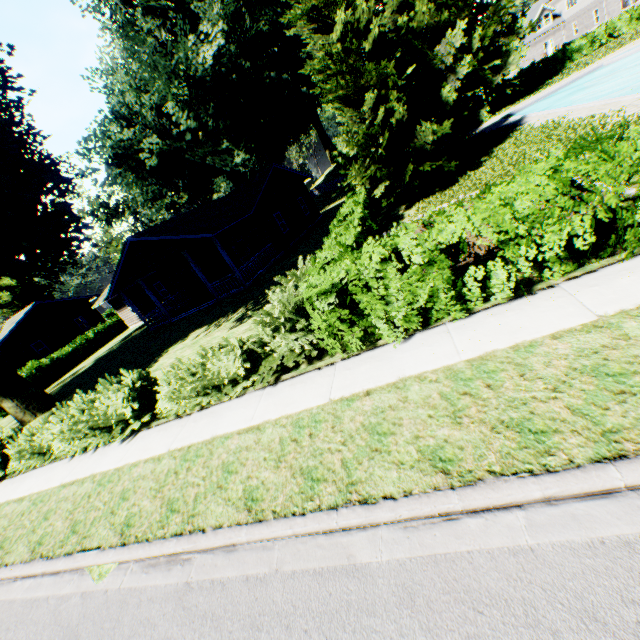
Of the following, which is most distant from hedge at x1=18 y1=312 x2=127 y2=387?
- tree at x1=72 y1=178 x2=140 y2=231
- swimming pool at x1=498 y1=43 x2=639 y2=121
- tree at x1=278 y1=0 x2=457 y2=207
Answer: swimming pool at x1=498 y1=43 x2=639 y2=121

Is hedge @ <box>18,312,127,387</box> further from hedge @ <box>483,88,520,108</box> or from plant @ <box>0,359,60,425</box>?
hedge @ <box>483,88,520,108</box>

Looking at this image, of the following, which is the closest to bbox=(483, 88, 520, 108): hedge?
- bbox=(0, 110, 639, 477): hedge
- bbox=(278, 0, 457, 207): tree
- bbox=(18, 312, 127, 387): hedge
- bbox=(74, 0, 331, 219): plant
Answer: bbox=(74, 0, 331, 219): plant

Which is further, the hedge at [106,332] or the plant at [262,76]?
the hedge at [106,332]

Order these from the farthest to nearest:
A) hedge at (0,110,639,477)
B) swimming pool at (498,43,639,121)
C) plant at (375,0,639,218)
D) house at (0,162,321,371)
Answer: swimming pool at (498,43,639,121) < house at (0,162,321,371) < plant at (375,0,639,218) < hedge at (0,110,639,477)

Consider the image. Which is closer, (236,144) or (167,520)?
(167,520)

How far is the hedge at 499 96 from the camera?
36.4 meters

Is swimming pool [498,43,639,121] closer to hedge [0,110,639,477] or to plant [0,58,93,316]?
plant [0,58,93,316]
